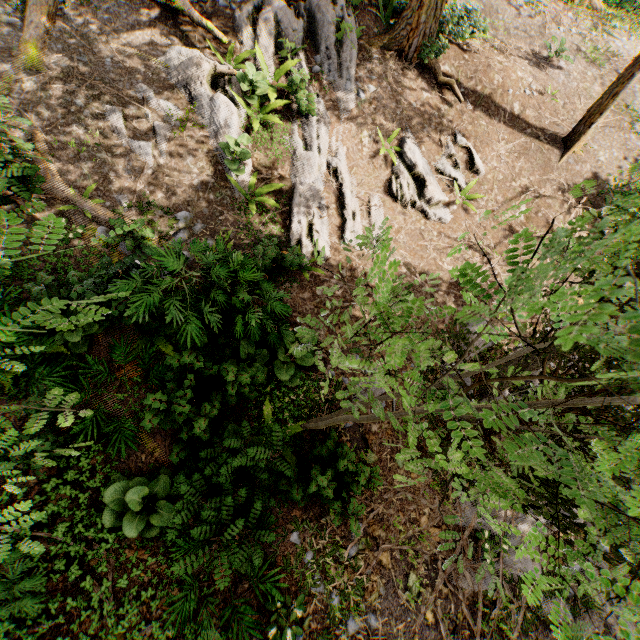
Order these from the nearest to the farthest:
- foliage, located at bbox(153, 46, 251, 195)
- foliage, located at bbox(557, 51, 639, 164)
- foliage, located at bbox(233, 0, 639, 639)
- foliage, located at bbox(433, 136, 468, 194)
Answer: foliage, located at bbox(233, 0, 639, 639) → foliage, located at bbox(153, 46, 251, 195) → foliage, located at bbox(557, 51, 639, 164) → foliage, located at bbox(433, 136, 468, 194)

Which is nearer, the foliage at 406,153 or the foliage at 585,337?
the foliage at 585,337

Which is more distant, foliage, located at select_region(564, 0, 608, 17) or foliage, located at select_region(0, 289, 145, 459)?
foliage, located at select_region(564, 0, 608, 17)

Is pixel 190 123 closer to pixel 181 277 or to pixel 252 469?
pixel 181 277

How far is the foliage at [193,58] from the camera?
8.59m

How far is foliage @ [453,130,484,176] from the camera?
10.8m
